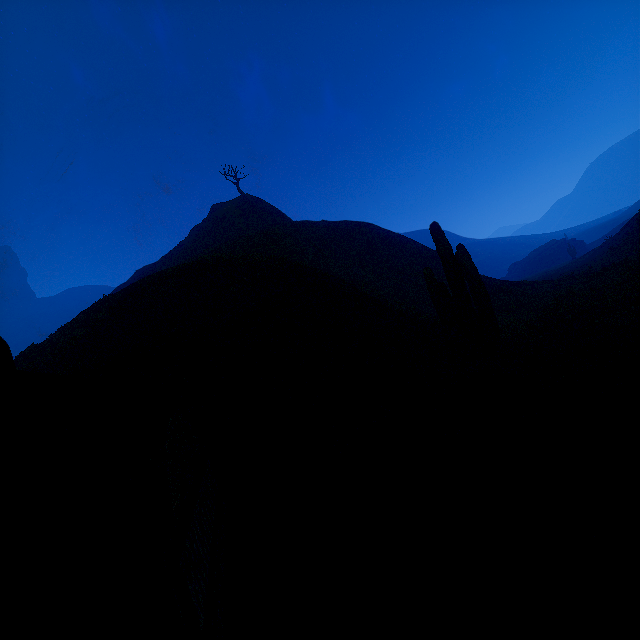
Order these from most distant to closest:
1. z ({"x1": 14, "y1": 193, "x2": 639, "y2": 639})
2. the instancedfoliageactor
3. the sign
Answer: the instancedfoliageactor → z ({"x1": 14, "y1": 193, "x2": 639, "y2": 639}) → the sign

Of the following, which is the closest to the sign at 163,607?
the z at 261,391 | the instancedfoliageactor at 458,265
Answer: the z at 261,391

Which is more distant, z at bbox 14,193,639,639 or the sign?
z at bbox 14,193,639,639

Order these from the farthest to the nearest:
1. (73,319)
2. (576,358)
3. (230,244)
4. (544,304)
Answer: (230,244) < (544,304) < (73,319) < (576,358)

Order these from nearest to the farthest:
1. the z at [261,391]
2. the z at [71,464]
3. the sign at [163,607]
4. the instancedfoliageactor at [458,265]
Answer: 1. the sign at [163,607]
2. the z at [261,391]
3. the z at [71,464]
4. the instancedfoliageactor at [458,265]

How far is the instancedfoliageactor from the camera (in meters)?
8.59

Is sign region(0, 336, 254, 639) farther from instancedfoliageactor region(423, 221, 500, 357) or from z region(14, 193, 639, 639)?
instancedfoliageactor region(423, 221, 500, 357)
